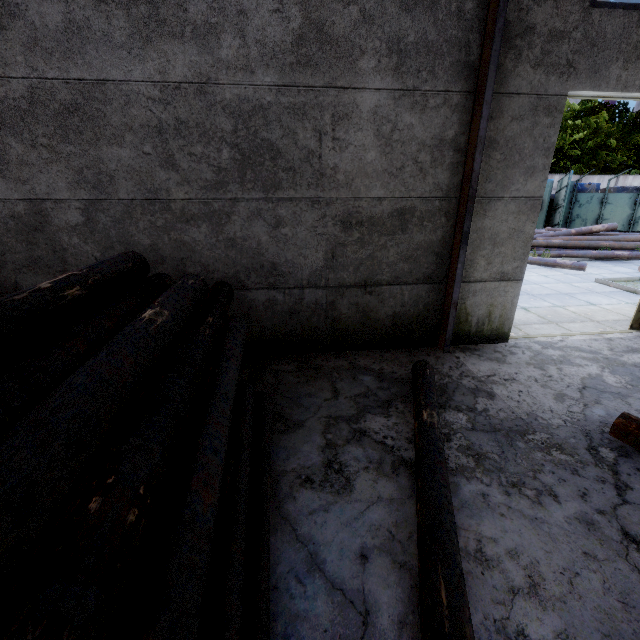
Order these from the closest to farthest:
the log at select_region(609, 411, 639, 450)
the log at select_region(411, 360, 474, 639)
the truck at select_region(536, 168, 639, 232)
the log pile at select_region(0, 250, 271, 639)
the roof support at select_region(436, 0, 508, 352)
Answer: the log pile at select_region(0, 250, 271, 639), the log at select_region(411, 360, 474, 639), the log at select_region(609, 411, 639, 450), the roof support at select_region(436, 0, 508, 352), the truck at select_region(536, 168, 639, 232)

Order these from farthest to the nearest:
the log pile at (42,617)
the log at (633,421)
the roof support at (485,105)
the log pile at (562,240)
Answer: the log pile at (562,240), the roof support at (485,105), the log at (633,421), the log pile at (42,617)

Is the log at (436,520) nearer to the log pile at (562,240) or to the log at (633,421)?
the log at (633,421)

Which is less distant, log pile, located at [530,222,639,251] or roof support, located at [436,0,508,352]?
roof support, located at [436,0,508,352]

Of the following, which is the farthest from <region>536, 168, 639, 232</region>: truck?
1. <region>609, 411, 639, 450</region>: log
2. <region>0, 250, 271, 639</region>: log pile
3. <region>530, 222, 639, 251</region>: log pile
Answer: <region>0, 250, 271, 639</region>: log pile

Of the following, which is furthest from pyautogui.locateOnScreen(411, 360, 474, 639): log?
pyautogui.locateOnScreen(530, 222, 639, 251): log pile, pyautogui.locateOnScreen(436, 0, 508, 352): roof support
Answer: pyautogui.locateOnScreen(530, 222, 639, 251): log pile

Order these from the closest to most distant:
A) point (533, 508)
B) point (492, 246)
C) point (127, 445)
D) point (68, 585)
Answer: point (68, 585) < point (127, 445) < point (533, 508) < point (492, 246)

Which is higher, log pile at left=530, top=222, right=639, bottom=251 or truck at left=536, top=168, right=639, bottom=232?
truck at left=536, top=168, right=639, bottom=232
